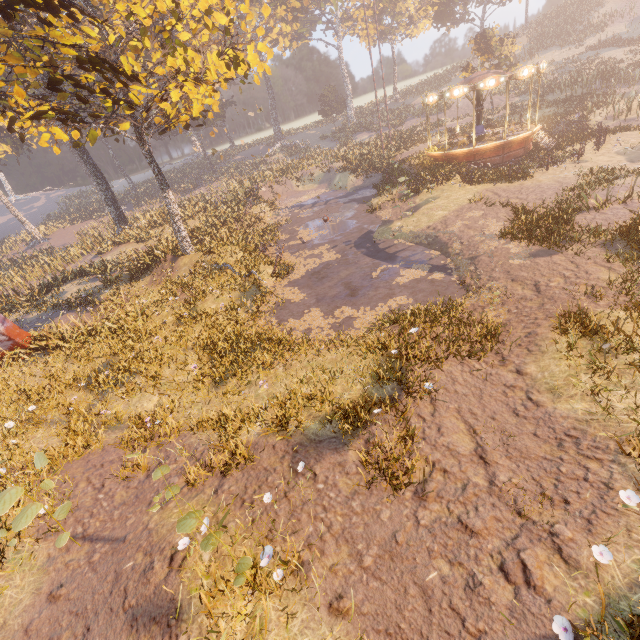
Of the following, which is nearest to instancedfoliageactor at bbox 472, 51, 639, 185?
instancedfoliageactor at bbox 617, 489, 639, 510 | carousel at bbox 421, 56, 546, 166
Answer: carousel at bbox 421, 56, 546, 166

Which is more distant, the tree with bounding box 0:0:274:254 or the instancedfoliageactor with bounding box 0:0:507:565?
the tree with bounding box 0:0:274:254

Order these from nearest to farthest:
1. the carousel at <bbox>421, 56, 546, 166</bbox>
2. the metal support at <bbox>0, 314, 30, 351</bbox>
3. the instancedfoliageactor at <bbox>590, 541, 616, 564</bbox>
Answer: the instancedfoliageactor at <bbox>590, 541, 616, 564</bbox> < the metal support at <bbox>0, 314, 30, 351</bbox> < the carousel at <bbox>421, 56, 546, 166</bbox>

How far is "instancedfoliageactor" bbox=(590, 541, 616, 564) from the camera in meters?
3.8 m

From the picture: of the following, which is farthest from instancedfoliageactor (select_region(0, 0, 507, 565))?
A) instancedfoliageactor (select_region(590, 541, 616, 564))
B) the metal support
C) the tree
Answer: instancedfoliageactor (select_region(590, 541, 616, 564))

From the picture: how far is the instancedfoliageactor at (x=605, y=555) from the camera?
3.8 meters

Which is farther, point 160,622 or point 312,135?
point 312,135

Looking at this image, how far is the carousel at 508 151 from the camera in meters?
20.1
